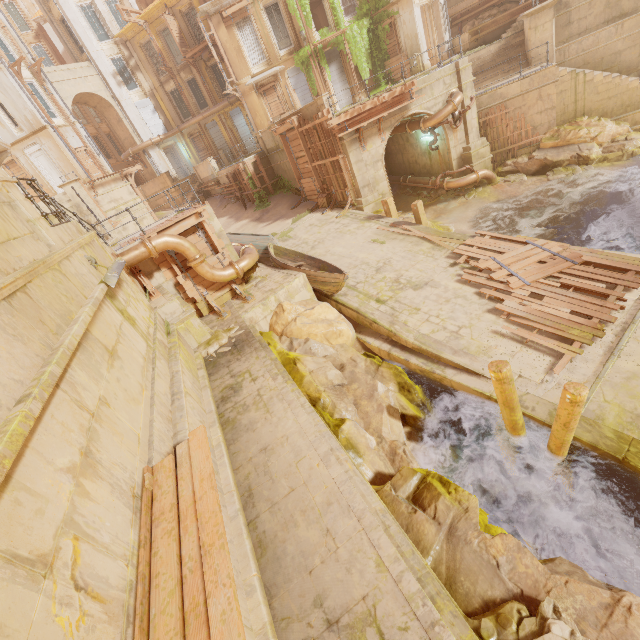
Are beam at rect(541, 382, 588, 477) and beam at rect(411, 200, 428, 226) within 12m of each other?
yes

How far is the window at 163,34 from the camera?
Result: 28.4 meters

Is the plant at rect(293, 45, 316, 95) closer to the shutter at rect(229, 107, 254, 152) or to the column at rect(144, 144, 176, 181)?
the shutter at rect(229, 107, 254, 152)

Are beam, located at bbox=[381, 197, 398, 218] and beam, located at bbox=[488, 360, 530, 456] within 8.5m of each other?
no

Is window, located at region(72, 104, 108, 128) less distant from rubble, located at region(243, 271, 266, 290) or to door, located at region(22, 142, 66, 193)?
door, located at region(22, 142, 66, 193)

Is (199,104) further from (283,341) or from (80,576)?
(80,576)

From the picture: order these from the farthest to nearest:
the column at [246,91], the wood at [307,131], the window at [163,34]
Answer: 1. the window at [163,34]
2. the column at [246,91]
3. the wood at [307,131]

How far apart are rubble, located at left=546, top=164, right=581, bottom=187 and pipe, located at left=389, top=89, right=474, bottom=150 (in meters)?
5.28
